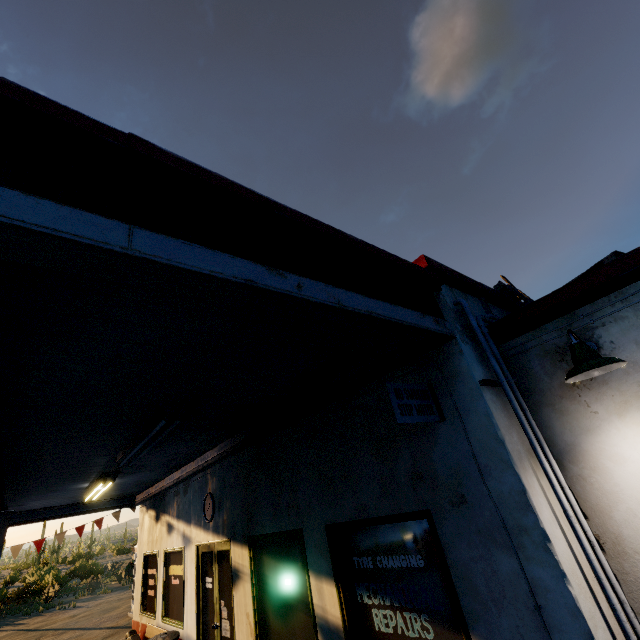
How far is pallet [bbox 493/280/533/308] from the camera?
4.82m

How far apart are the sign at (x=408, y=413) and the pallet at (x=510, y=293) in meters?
2.3

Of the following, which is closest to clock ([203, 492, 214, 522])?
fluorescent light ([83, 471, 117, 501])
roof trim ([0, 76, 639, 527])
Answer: roof trim ([0, 76, 639, 527])

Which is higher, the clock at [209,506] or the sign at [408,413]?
the sign at [408,413]

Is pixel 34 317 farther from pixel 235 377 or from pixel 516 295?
pixel 516 295

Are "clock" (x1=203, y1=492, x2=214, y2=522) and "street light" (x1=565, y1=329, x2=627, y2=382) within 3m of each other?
no

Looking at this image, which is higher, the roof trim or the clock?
the roof trim

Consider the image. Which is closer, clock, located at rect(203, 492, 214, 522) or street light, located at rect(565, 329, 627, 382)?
street light, located at rect(565, 329, 627, 382)
